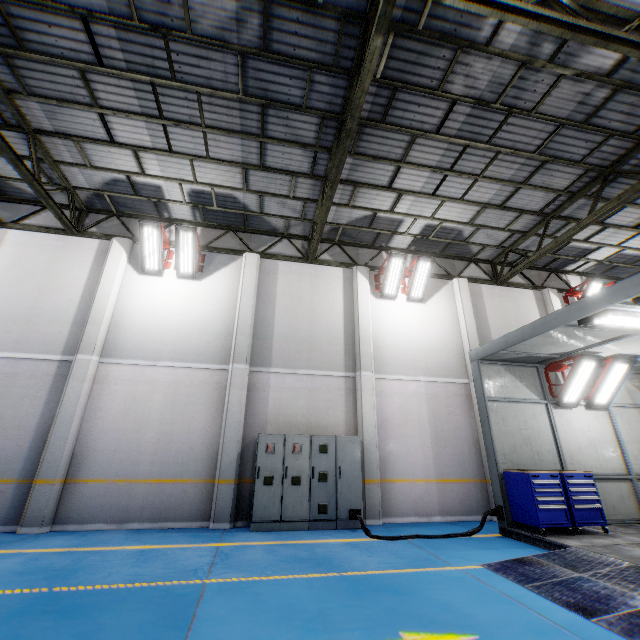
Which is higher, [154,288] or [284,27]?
[284,27]

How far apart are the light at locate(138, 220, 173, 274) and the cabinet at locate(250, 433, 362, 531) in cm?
570

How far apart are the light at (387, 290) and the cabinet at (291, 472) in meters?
4.8

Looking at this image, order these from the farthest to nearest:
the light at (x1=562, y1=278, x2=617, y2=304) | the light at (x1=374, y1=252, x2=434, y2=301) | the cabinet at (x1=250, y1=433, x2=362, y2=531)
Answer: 1. the light at (x1=562, y1=278, x2=617, y2=304)
2. the light at (x1=374, y1=252, x2=434, y2=301)
3. the cabinet at (x1=250, y1=433, x2=362, y2=531)

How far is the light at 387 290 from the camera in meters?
11.0 m

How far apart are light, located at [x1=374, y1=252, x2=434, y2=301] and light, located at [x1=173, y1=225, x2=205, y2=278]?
5.9 meters

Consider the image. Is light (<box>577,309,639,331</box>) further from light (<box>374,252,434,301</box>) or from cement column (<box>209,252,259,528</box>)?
cement column (<box>209,252,259,528</box>)

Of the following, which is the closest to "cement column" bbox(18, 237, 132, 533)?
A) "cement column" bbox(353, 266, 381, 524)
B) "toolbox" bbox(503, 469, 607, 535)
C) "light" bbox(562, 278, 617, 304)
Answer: "cement column" bbox(353, 266, 381, 524)
